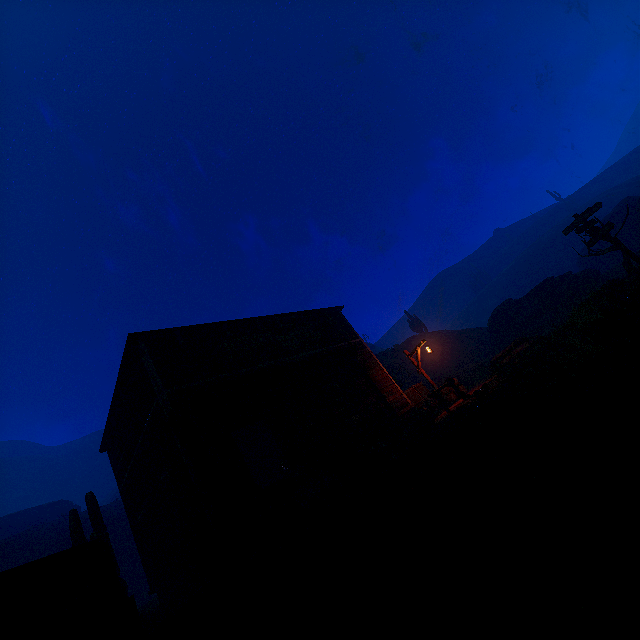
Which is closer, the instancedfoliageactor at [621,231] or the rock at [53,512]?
the instancedfoliageactor at [621,231]

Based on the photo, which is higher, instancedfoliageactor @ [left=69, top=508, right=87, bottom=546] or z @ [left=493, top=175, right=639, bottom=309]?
z @ [left=493, top=175, right=639, bottom=309]

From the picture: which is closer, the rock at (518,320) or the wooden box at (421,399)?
the wooden box at (421,399)

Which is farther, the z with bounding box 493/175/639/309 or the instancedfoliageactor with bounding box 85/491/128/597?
the z with bounding box 493/175/639/309

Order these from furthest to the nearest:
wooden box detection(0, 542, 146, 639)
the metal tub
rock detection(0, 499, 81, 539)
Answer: rock detection(0, 499, 81, 539)
the metal tub
wooden box detection(0, 542, 146, 639)

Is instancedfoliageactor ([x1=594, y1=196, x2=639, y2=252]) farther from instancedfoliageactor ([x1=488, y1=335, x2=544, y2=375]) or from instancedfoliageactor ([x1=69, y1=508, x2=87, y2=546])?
instancedfoliageactor ([x1=69, y1=508, x2=87, y2=546])

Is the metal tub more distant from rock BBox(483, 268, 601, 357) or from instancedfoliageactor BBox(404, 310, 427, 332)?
instancedfoliageactor BBox(404, 310, 427, 332)

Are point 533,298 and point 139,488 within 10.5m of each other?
no
